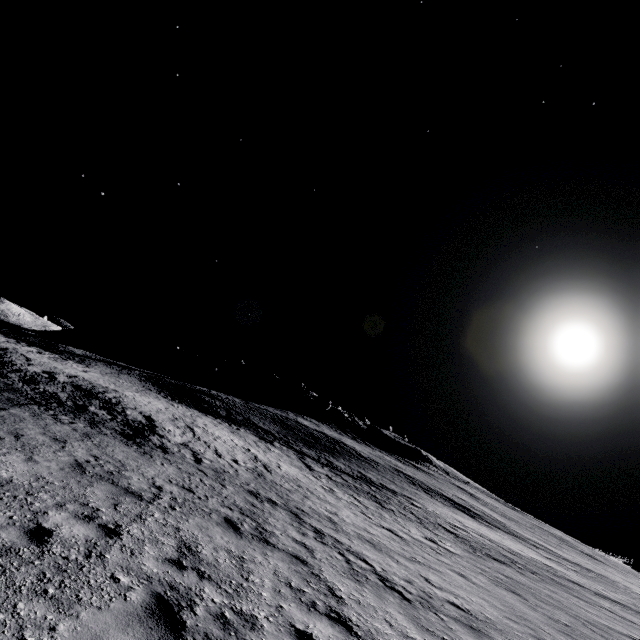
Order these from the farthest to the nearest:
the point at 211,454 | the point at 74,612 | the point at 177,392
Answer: the point at 177,392
the point at 211,454
the point at 74,612
